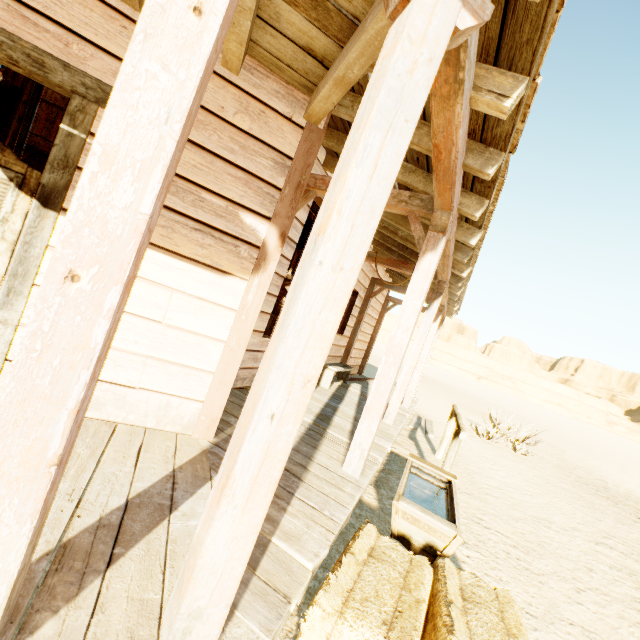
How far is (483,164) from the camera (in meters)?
2.33

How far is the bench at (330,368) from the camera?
6.5m

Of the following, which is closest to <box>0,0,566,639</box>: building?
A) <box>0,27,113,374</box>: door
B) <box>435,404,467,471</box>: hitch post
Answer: <box>0,27,113,374</box>: door

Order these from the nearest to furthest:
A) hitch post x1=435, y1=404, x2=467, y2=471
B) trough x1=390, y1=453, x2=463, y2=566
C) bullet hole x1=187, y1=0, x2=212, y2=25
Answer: bullet hole x1=187, y1=0, x2=212, y2=25
trough x1=390, y1=453, x2=463, y2=566
hitch post x1=435, y1=404, x2=467, y2=471

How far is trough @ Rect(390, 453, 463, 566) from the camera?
2.6m

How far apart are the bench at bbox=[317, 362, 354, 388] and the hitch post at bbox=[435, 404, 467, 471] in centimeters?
225cm

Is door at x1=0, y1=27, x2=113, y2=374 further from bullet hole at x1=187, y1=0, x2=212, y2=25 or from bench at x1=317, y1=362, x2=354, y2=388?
bench at x1=317, y1=362, x2=354, y2=388

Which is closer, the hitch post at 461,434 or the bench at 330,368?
the hitch post at 461,434
